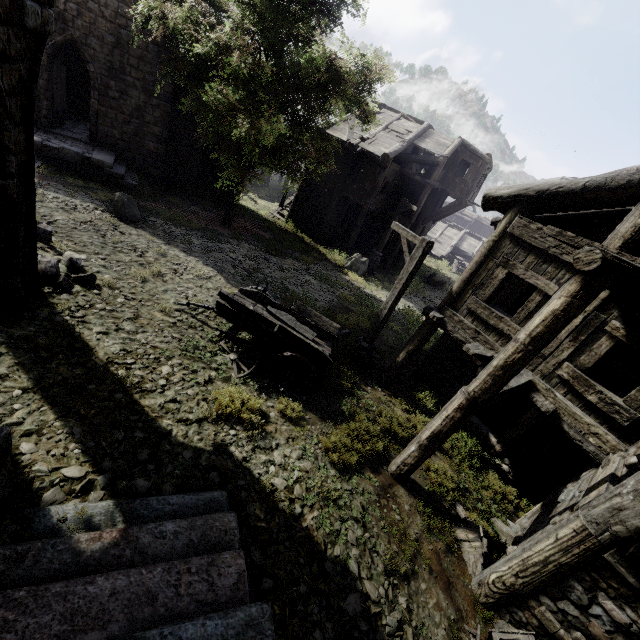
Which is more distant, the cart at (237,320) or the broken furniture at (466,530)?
the cart at (237,320)

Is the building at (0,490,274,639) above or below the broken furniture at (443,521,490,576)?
above

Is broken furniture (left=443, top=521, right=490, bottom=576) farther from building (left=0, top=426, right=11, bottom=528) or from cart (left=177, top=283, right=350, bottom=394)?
cart (left=177, top=283, right=350, bottom=394)

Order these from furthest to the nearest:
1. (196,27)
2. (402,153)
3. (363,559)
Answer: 1. (402,153)
2. (196,27)
3. (363,559)

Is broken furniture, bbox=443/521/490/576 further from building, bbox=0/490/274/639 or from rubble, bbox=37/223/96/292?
rubble, bbox=37/223/96/292

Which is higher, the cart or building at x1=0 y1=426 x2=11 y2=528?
building at x1=0 y1=426 x2=11 y2=528

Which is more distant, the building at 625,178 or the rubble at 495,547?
the rubble at 495,547

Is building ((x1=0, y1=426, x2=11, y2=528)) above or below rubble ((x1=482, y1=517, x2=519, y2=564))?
above
